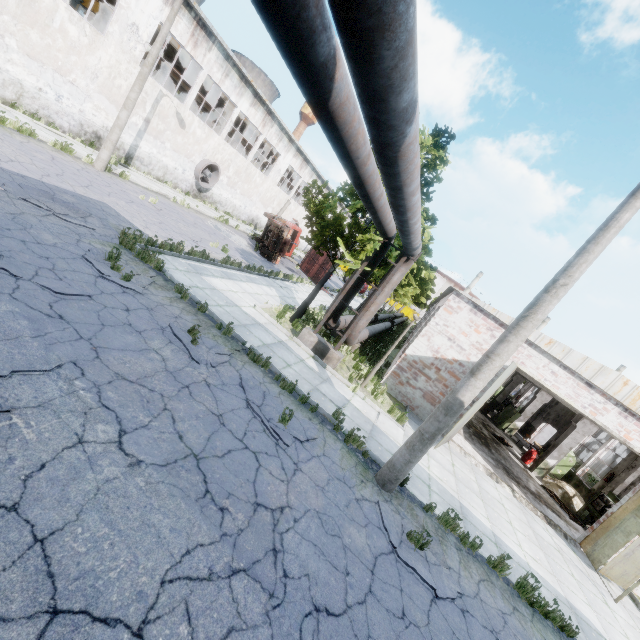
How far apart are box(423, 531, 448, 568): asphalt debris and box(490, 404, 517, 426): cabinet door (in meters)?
18.80

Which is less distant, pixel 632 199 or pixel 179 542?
pixel 179 542

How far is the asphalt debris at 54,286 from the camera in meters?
5.8

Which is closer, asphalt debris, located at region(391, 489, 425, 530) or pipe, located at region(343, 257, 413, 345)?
asphalt debris, located at region(391, 489, 425, 530)

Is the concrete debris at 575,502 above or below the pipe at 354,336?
below

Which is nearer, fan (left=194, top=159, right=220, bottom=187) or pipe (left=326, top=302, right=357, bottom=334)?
pipe (left=326, top=302, right=357, bottom=334)

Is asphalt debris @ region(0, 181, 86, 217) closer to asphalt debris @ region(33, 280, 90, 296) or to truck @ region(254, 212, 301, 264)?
asphalt debris @ region(33, 280, 90, 296)

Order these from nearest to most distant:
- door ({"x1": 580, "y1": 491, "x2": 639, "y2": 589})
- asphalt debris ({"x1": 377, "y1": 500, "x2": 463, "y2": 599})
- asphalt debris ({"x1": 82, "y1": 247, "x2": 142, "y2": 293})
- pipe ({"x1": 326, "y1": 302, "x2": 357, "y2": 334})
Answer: asphalt debris ({"x1": 377, "y1": 500, "x2": 463, "y2": 599})
asphalt debris ({"x1": 82, "y1": 247, "x2": 142, "y2": 293})
door ({"x1": 580, "y1": 491, "x2": 639, "y2": 589})
pipe ({"x1": 326, "y1": 302, "x2": 357, "y2": 334})
